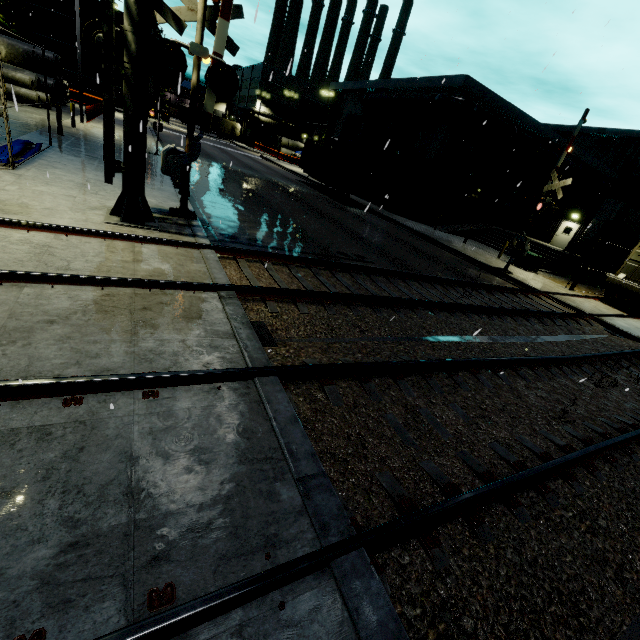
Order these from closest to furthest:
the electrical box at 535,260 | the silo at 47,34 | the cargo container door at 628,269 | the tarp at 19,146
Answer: the tarp at 19,146 → the cargo container door at 628,269 → the electrical box at 535,260 → the silo at 47,34

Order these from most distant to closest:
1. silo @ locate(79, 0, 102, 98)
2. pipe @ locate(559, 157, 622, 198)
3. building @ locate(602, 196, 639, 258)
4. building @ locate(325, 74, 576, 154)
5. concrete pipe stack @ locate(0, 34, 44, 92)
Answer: silo @ locate(79, 0, 102, 98) < pipe @ locate(559, 157, 622, 198) < building @ locate(602, 196, 639, 258) < building @ locate(325, 74, 576, 154) < concrete pipe stack @ locate(0, 34, 44, 92)

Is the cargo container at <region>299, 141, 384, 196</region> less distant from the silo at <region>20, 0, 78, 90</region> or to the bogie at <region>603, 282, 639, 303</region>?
the bogie at <region>603, 282, 639, 303</region>

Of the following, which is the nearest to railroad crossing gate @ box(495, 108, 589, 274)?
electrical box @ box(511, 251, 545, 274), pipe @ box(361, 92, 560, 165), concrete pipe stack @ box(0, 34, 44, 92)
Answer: pipe @ box(361, 92, 560, 165)

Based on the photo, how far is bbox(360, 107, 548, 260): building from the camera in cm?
2725

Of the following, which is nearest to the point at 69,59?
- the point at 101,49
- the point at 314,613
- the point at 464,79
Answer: the point at 464,79

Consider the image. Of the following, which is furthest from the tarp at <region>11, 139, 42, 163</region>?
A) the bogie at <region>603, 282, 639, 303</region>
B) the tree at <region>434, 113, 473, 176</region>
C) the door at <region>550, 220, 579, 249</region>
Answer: the door at <region>550, 220, 579, 249</region>

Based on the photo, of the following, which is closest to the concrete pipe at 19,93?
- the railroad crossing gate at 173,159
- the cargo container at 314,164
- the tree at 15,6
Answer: the cargo container at 314,164
